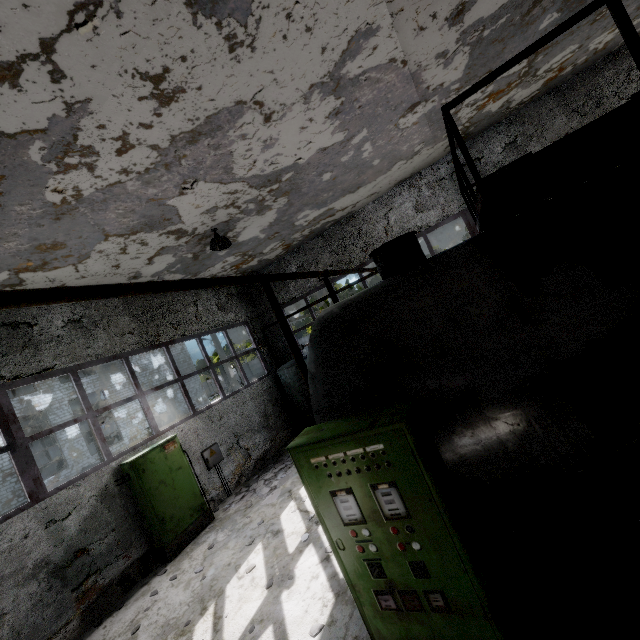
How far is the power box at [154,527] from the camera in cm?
745

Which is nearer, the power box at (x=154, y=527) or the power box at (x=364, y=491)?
the power box at (x=364, y=491)

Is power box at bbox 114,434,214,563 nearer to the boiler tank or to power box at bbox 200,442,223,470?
power box at bbox 200,442,223,470

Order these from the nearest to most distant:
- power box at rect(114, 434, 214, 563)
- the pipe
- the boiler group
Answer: the pipe
power box at rect(114, 434, 214, 563)
the boiler group

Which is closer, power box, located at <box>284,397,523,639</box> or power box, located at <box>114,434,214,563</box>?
power box, located at <box>284,397,523,639</box>

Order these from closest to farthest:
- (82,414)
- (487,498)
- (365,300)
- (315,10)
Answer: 1. (487,498)
2. (315,10)
3. (365,300)
4. (82,414)

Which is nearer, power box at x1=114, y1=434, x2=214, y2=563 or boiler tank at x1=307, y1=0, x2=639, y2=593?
boiler tank at x1=307, y1=0, x2=639, y2=593

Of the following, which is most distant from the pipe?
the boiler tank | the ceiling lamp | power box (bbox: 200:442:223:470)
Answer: the ceiling lamp
